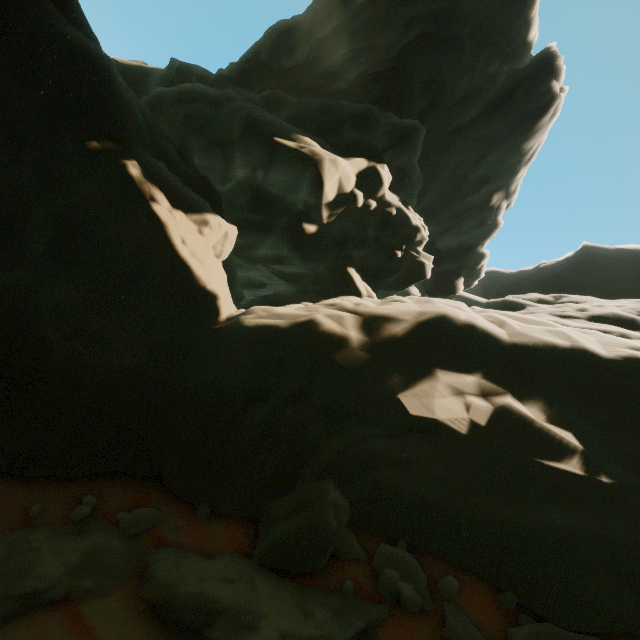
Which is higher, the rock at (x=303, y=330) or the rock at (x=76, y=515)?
the rock at (x=303, y=330)

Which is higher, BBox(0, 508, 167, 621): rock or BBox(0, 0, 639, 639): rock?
BBox(0, 0, 639, 639): rock

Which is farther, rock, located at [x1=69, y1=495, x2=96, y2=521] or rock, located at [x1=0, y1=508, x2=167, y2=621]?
rock, located at [x1=69, y1=495, x2=96, y2=521]

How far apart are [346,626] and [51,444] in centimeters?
601cm

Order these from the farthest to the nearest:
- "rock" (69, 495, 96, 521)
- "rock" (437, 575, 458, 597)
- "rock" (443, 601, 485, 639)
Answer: "rock" (69, 495, 96, 521)
"rock" (437, 575, 458, 597)
"rock" (443, 601, 485, 639)

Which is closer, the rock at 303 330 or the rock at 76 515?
the rock at 303 330

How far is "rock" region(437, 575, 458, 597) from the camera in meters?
4.5
